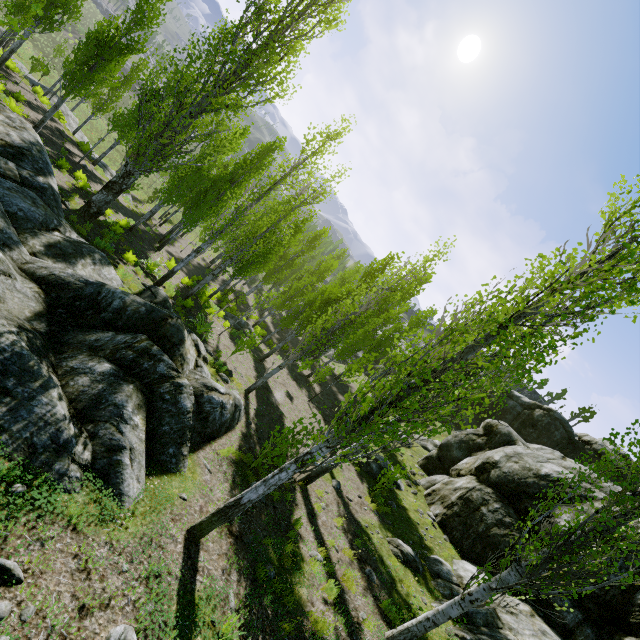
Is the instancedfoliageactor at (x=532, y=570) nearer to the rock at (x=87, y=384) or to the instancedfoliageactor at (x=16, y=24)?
the instancedfoliageactor at (x=16, y=24)

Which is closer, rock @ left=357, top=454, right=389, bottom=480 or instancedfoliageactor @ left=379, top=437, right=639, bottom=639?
instancedfoliageactor @ left=379, top=437, right=639, bottom=639

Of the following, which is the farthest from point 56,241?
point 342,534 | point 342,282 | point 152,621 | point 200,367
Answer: point 342,282

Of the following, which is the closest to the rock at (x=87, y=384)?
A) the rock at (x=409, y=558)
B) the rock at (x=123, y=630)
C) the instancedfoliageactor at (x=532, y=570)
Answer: the rock at (x=123, y=630)

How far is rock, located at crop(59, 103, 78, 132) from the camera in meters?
26.1 m

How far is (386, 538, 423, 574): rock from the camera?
9.9m

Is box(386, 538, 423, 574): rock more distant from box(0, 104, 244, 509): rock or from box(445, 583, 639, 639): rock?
box(0, 104, 244, 509): rock

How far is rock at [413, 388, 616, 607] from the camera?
11.7 meters
